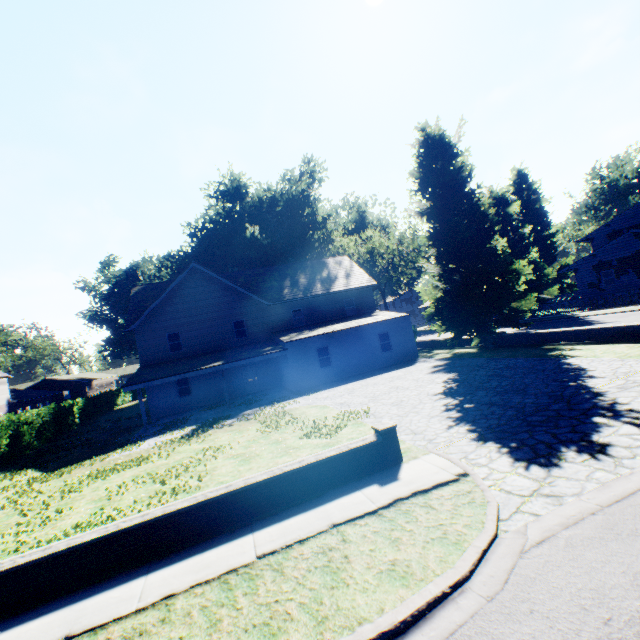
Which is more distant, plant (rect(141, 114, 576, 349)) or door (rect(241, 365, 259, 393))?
door (rect(241, 365, 259, 393))

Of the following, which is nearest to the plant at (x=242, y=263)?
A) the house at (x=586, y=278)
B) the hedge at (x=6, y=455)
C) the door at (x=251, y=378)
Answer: the house at (x=586, y=278)

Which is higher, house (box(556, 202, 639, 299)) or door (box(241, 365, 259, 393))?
house (box(556, 202, 639, 299))

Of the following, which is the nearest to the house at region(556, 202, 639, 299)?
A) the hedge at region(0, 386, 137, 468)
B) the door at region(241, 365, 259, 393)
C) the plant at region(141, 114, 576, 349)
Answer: the plant at region(141, 114, 576, 349)

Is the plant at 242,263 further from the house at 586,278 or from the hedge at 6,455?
the hedge at 6,455

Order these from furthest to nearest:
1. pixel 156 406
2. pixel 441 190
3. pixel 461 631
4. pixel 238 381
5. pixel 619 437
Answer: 1. pixel 238 381
2. pixel 156 406
3. pixel 441 190
4. pixel 619 437
5. pixel 461 631

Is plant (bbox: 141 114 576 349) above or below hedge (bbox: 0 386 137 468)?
above

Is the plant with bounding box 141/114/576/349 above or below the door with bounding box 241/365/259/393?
above
